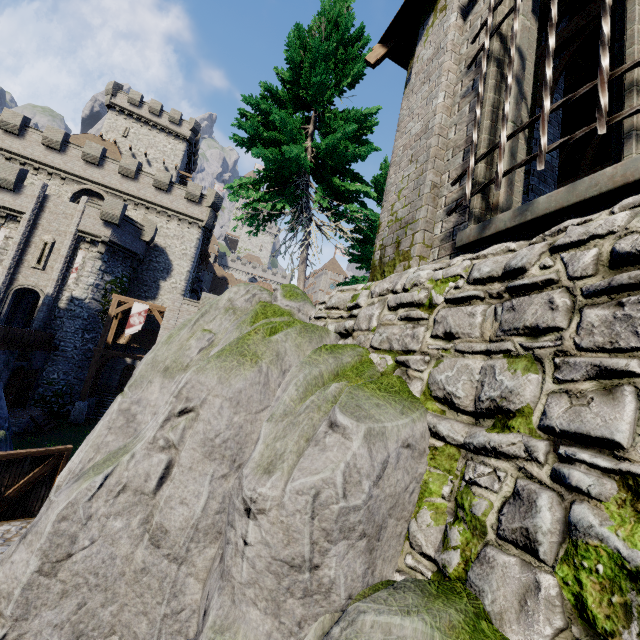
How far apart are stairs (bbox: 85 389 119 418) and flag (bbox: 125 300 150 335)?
7.0m

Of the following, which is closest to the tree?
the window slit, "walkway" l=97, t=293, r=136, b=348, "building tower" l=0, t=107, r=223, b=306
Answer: "walkway" l=97, t=293, r=136, b=348

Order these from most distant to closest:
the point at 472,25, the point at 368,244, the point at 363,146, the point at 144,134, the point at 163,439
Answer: the point at 144,134, the point at 368,244, the point at 363,146, the point at 472,25, the point at 163,439

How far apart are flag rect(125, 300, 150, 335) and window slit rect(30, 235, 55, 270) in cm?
673

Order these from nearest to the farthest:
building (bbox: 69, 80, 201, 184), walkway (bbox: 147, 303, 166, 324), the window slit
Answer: the window slit, walkway (bbox: 147, 303, 166, 324), building (bbox: 69, 80, 201, 184)

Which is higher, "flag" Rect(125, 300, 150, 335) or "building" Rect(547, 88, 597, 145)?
"building" Rect(547, 88, 597, 145)

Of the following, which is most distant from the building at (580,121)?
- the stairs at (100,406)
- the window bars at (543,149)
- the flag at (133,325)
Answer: the stairs at (100,406)

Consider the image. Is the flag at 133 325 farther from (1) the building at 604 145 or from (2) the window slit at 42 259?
(1) the building at 604 145
